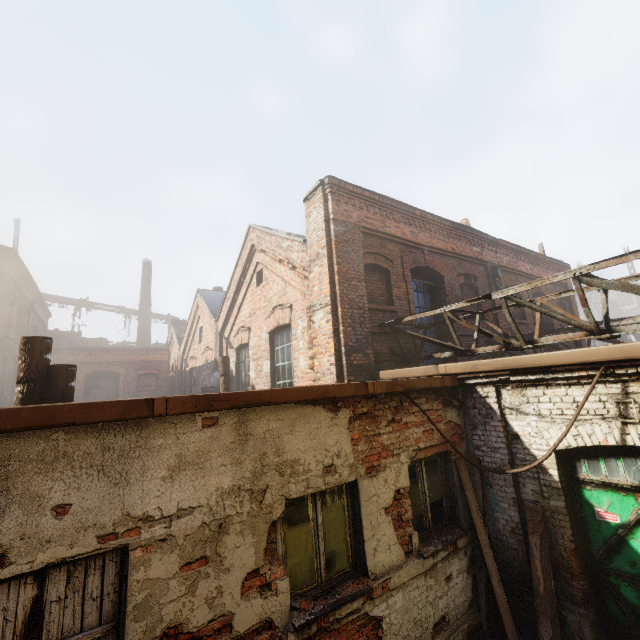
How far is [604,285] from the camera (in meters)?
4.21

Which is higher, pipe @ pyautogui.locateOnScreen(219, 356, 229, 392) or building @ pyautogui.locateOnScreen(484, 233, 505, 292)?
building @ pyautogui.locateOnScreen(484, 233, 505, 292)

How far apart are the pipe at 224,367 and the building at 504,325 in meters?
8.4 m

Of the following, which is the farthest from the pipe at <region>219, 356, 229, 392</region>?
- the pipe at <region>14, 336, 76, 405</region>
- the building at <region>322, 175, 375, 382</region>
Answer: the pipe at <region>14, 336, 76, 405</region>

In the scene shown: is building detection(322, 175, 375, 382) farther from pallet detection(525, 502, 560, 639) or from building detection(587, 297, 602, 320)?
building detection(587, 297, 602, 320)

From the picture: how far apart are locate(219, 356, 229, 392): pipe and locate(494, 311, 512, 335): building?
8.4 meters

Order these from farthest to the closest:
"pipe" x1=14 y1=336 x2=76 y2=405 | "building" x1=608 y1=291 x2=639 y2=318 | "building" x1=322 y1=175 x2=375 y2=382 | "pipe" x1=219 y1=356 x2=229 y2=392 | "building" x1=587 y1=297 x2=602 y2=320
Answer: "building" x1=587 y1=297 x2=602 y2=320, "building" x1=608 y1=291 x2=639 y2=318, "pipe" x1=219 y1=356 x2=229 y2=392, "building" x1=322 y1=175 x2=375 y2=382, "pipe" x1=14 y1=336 x2=76 y2=405

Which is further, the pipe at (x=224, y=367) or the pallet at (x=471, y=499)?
the pipe at (x=224, y=367)
